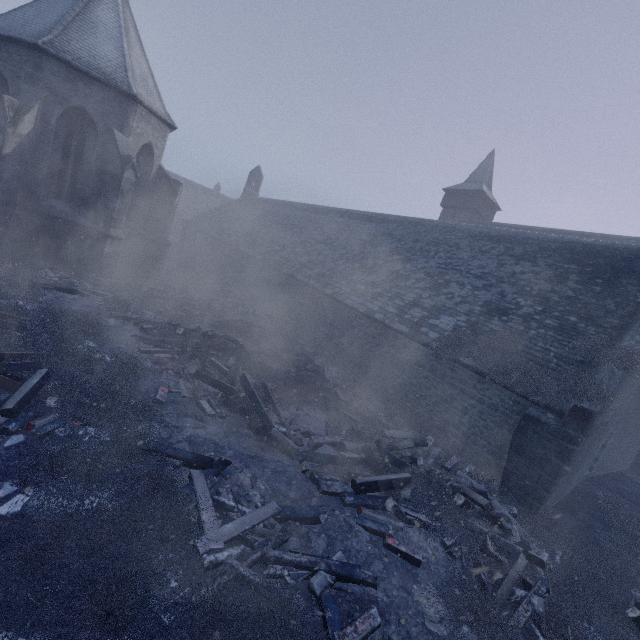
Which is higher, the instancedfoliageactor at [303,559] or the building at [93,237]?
the building at [93,237]

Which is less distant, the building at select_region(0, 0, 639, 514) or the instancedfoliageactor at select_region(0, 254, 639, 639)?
the instancedfoliageactor at select_region(0, 254, 639, 639)

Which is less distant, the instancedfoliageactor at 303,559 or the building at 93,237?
the instancedfoliageactor at 303,559

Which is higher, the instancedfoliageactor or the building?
the building

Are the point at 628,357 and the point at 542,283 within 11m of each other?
yes
